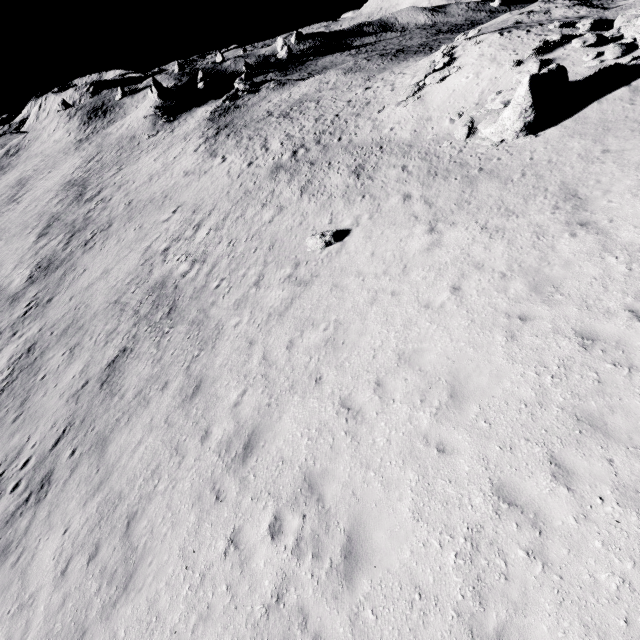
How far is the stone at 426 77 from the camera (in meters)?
21.22

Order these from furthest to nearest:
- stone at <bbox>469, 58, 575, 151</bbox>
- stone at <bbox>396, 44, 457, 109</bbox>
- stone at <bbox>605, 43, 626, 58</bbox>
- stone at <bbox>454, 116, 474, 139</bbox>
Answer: stone at <bbox>396, 44, 457, 109</bbox> < stone at <bbox>454, 116, 474, 139</bbox> < stone at <bbox>605, 43, 626, 58</bbox> < stone at <bbox>469, 58, 575, 151</bbox>

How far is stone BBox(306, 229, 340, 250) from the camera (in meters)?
15.60

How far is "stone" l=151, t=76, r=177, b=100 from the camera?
52.8m

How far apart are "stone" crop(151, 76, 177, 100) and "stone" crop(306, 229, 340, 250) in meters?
54.9 m

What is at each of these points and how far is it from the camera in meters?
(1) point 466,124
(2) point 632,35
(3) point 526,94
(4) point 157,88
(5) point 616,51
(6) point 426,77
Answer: (1) stone, 17.2 m
(2) stone, 14.5 m
(3) stone, 13.3 m
(4) stone, 52.8 m
(5) stone, 14.5 m
(6) stone, 22.8 m

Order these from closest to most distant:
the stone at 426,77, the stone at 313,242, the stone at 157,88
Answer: the stone at 313,242 → the stone at 426,77 → the stone at 157,88

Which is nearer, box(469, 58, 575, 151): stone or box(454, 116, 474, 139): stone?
box(469, 58, 575, 151): stone
